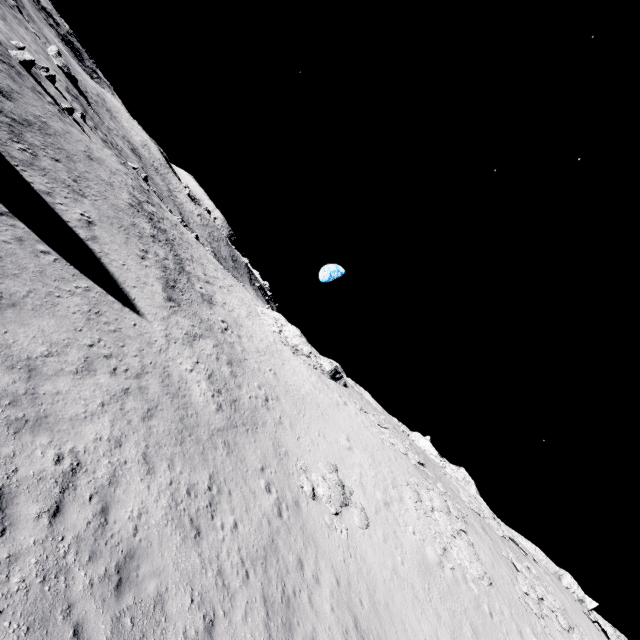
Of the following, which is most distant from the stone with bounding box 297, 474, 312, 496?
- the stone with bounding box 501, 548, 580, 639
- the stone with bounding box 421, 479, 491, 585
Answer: the stone with bounding box 501, 548, 580, 639

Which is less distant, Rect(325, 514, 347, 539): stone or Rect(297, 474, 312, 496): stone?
Rect(325, 514, 347, 539): stone

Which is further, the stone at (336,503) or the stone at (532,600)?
the stone at (532,600)

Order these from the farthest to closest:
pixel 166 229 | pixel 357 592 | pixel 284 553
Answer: pixel 166 229 < pixel 357 592 < pixel 284 553

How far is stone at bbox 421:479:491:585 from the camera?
21.9 meters

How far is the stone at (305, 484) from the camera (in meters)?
16.86

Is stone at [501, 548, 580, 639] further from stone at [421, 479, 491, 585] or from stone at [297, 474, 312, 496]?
stone at [297, 474, 312, 496]
